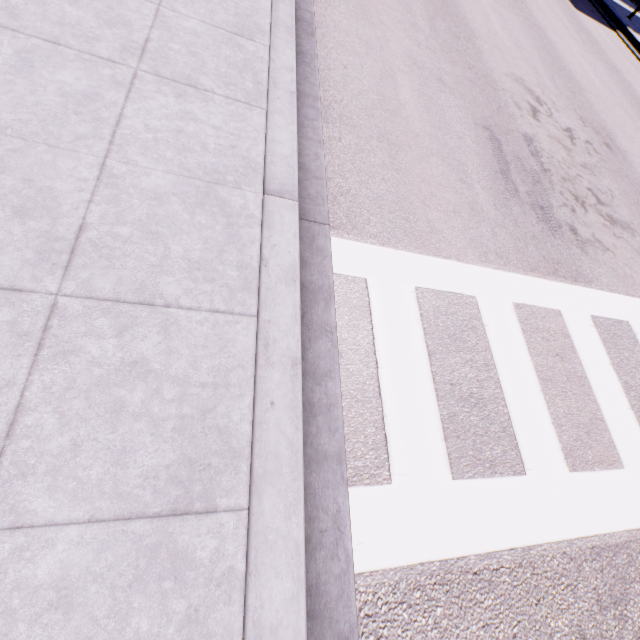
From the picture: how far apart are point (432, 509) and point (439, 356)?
1.34m
